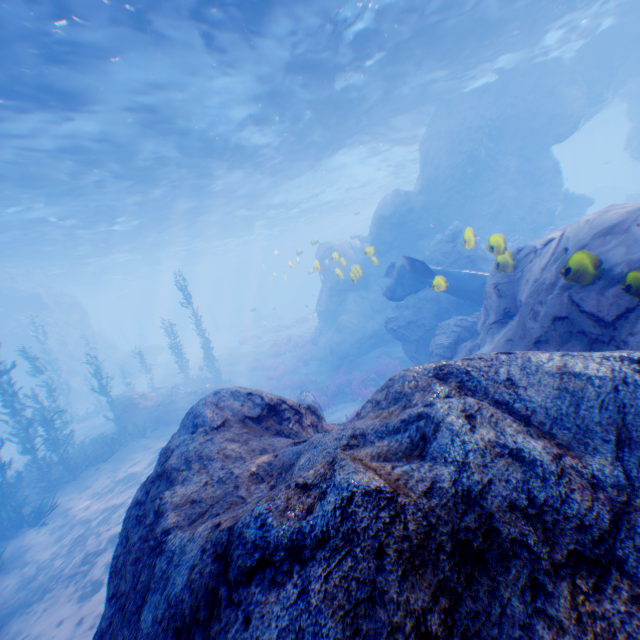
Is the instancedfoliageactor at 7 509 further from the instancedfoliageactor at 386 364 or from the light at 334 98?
the instancedfoliageactor at 386 364

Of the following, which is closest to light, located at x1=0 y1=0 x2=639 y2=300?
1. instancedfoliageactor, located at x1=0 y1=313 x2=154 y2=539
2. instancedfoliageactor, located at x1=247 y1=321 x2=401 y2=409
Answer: instancedfoliageactor, located at x1=0 y1=313 x2=154 y2=539

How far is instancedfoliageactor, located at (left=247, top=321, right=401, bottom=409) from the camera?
17.6m

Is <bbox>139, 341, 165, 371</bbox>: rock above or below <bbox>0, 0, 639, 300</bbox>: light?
below

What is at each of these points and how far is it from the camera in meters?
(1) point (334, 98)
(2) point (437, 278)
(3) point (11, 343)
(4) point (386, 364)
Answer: (1) light, 15.9
(2) plane, 7.4
(3) rock, 25.3
(4) instancedfoliageactor, 17.9

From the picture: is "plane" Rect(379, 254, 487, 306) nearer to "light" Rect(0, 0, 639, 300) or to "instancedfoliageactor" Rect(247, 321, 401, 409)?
"light" Rect(0, 0, 639, 300)

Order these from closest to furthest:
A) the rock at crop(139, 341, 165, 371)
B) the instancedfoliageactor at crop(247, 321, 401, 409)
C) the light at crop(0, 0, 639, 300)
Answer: the light at crop(0, 0, 639, 300) < the instancedfoliageactor at crop(247, 321, 401, 409) < the rock at crop(139, 341, 165, 371)

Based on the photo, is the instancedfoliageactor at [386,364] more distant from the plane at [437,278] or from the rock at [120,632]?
the plane at [437,278]
